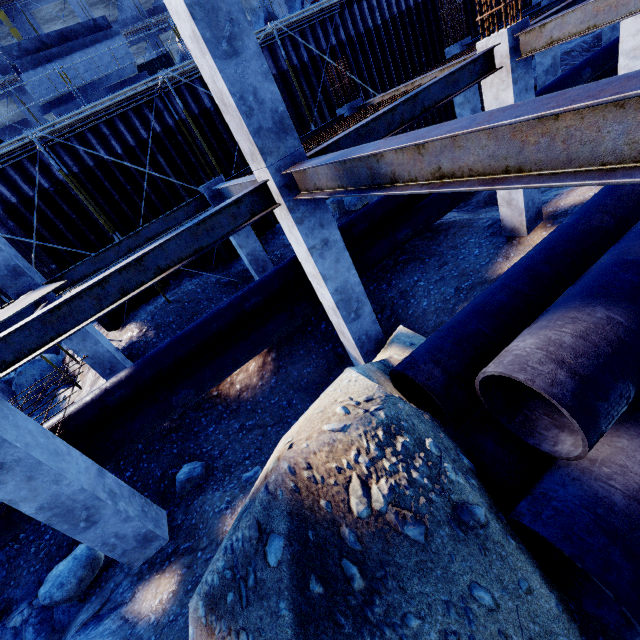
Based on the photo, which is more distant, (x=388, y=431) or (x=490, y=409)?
(x=490, y=409)

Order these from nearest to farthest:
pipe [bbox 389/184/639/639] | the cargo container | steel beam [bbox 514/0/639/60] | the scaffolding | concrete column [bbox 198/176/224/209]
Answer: pipe [bbox 389/184/639/639]
steel beam [bbox 514/0/639/60]
concrete column [bbox 198/176/224/209]
the scaffolding
the cargo container

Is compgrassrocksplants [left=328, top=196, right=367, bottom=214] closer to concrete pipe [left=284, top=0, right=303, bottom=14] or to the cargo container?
concrete pipe [left=284, top=0, right=303, bottom=14]

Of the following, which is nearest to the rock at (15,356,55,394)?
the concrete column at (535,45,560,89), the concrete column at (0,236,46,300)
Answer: the concrete column at (0,236,46,300)

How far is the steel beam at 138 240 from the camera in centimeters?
781cm

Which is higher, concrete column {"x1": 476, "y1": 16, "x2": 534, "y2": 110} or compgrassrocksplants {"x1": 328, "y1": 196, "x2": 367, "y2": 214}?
concrete column {"x1": 476, "y1": 16, "x2": 534, "y2": 110}

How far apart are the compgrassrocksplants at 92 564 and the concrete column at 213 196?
7.0m

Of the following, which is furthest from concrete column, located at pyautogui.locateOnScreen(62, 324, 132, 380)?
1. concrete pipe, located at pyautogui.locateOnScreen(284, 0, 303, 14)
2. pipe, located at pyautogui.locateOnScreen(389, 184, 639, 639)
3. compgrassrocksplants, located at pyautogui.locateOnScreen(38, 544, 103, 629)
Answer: concrete pipe, located at pyautogui.locateOnScreen(284, 0, 303, 14)
